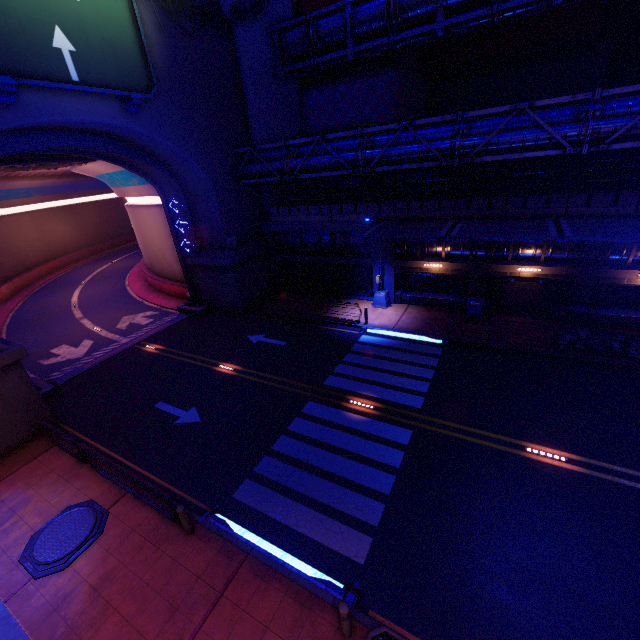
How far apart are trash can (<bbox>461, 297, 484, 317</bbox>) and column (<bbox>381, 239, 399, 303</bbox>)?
4.3 meters

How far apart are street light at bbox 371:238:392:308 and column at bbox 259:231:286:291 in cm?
791

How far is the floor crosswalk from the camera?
7.6 meters

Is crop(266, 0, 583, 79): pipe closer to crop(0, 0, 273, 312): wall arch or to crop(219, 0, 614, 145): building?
crop(219, 0, 614, 145): building

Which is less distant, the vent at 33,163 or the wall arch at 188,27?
the vent at 33,163

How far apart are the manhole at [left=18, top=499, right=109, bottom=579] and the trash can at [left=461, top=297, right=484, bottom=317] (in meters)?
18.56

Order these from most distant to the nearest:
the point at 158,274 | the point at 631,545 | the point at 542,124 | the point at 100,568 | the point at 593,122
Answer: the point at 158,274 < the point at 542,124 < the point at 593,122 < the point at 100,568 < the point at 631,545

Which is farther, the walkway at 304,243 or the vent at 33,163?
the walkway at 304,243
